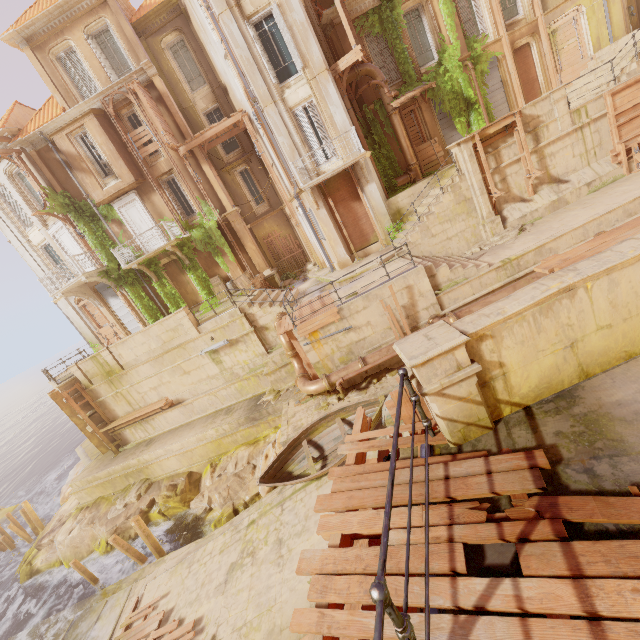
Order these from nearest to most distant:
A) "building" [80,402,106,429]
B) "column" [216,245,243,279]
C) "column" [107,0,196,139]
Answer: "column" [107,0,196,139]
"building" [80,402,106,429]
"column" [216,245,243,279]

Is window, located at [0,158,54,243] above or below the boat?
above

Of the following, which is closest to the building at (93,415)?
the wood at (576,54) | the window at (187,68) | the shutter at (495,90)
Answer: the wood at (576,54)

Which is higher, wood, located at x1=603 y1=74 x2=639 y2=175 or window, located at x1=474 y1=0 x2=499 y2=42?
window, located at x1=474 y1=0 x2=499 y2=42

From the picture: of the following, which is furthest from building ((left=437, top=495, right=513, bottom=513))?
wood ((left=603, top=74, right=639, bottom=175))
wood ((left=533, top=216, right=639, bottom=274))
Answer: wood ((left=603, top=74, right=639, bottom=175))

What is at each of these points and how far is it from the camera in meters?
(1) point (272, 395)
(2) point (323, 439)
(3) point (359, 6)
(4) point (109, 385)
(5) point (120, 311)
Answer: (1) rubble, 15.6
(2) boat, 12.0
(3) trim, 15.8
(4) building, 17.9
(5) shutter, 21.8

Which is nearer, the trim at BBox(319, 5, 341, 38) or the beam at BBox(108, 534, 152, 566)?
the beam at BBox(108, 534, 152, 566)

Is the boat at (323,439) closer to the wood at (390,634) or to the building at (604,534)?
the wood at (390,634)
